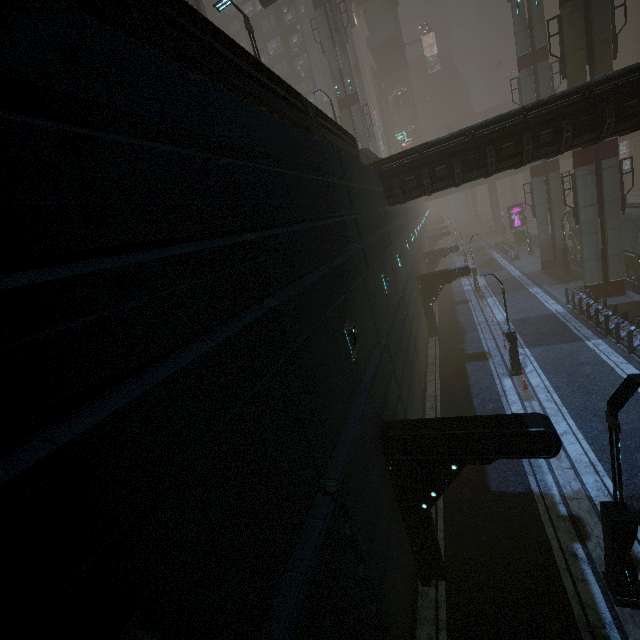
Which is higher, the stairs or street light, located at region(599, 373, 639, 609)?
the stairs

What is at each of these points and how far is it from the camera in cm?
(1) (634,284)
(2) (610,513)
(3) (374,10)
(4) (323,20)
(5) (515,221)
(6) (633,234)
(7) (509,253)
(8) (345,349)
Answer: (1) building, 2192
(2) street light, 682
(3) stairs, 5138
(4) sm, 3106
(5) sign, 4628
(6) train, 2820
(7) building, 4022
(8) building, 727

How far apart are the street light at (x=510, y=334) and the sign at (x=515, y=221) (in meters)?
37.35

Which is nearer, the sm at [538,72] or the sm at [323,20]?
the sm at [538,72]

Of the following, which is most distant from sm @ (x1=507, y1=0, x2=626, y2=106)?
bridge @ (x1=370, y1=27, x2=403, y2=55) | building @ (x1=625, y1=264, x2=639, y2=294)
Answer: bridge @ (x1=370, y1=27, x2=403, y2=55)

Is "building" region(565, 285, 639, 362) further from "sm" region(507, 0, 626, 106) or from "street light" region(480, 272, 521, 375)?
"street light" region(480, 272, 521, 375)

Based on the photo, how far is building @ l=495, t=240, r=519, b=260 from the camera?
40.1m

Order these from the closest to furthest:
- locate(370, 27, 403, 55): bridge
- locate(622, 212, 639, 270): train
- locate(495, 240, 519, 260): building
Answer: locate(622, 212, 639, 270): train → locate(495, 240, 519, 260): building → locate(370, 27, 403, 55): bridge
